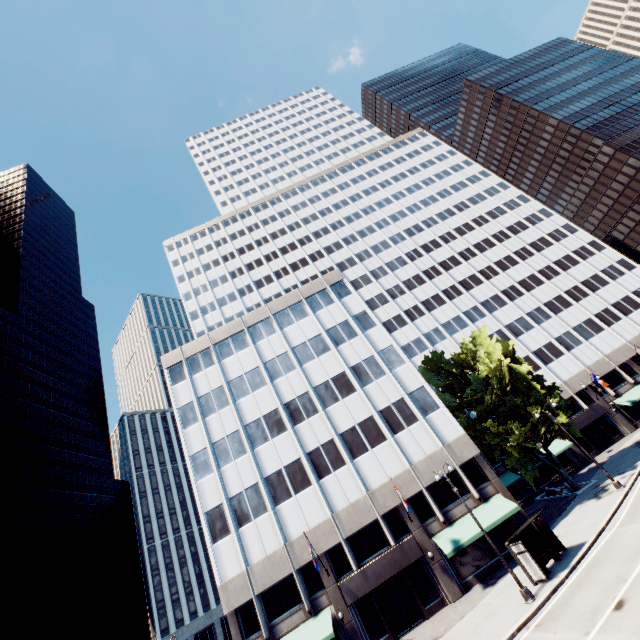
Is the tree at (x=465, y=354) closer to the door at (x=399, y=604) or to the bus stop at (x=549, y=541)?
the bus stop at (x=549, y=541)

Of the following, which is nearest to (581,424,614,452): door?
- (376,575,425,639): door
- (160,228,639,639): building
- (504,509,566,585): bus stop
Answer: (160,228,639,639): building

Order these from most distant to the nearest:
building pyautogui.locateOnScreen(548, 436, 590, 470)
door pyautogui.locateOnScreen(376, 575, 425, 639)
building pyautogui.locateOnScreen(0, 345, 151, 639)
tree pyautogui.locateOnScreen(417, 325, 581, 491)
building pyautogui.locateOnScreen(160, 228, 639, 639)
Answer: building pyautogui.locateOnScreen(0, 345, 151, 639) → building pyautogui.locateOnScreen(548, 436, 590, 470) → tree pyautogui.locateOnScreen(417, 325, 581, 491) → building pyautogui.locateOnScreen(160, 228, 639, 639) → door pyautogui.locateOnScreen(376, 575, 425, 639)

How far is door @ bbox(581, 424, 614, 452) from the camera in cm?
4153

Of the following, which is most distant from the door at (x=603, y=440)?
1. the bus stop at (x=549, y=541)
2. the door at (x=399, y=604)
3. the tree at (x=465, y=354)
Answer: the door at (x=399, y=604)

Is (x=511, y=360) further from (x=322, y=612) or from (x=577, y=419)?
(x=322, y=612)

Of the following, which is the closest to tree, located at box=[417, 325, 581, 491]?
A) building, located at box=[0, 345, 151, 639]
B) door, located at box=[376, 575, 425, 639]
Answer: door, located at box=[376, 575, 425, 639]

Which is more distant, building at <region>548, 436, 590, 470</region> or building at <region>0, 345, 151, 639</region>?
building at <region>0, 345, 151, 639</region>
